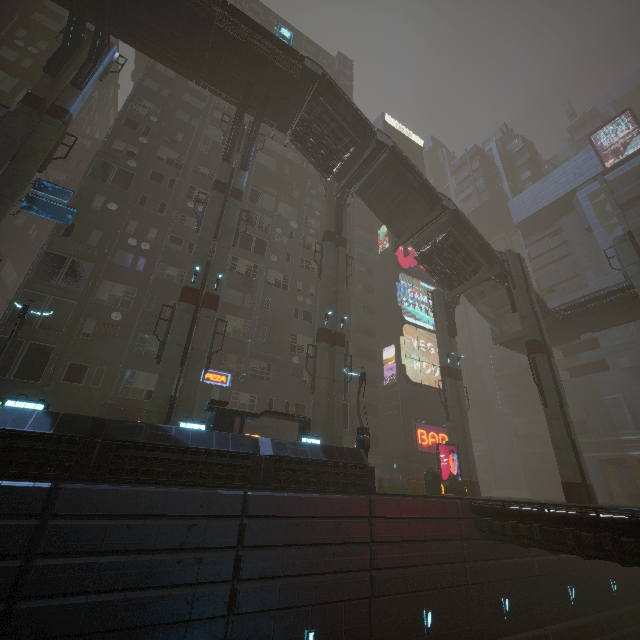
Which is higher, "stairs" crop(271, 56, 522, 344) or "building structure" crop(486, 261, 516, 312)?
"building structure" crop(486, 261, 516, 312)

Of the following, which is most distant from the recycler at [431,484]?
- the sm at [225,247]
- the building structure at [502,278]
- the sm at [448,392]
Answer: the sm at [225,247]

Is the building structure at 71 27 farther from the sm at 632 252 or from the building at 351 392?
the sm at 632 252

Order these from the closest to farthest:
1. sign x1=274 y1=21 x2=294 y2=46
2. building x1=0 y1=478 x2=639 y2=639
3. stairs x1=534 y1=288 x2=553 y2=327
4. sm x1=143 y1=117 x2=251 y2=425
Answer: building x1=0 y1=478 x2=639 y2=639
sm x1=143 y1=117 x2=251 y2=425
sign x1=274 y1=21 x2=294 y2=46
stairs x1=534 y1=288 x2=553 y2=327

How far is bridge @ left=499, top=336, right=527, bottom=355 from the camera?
31.1m

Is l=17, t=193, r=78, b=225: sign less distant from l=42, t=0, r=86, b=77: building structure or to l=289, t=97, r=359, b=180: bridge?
l=42, t=0, r=86, b=77: building structure

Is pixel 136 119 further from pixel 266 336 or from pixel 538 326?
pixel 538 326

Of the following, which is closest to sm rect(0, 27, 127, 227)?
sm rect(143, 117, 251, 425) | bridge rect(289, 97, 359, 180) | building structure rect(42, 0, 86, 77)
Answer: building structure rect(42, 0, 86, 77)
